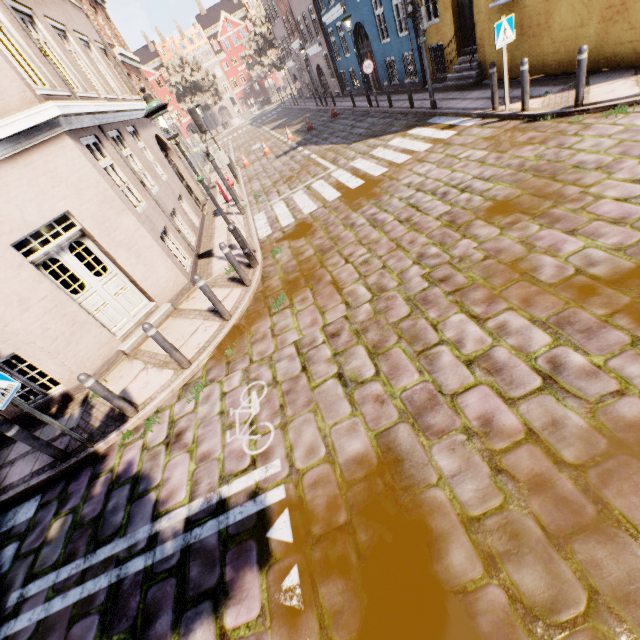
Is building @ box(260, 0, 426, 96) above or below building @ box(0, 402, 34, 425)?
above

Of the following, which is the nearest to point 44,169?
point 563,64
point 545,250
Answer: point 545,250

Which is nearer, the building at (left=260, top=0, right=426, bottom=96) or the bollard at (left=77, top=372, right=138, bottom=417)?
the bollard at (left=77, top=372, right=138, bottom=417)

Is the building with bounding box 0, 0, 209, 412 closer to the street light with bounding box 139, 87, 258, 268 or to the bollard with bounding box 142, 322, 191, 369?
the street light with bounding box 139, 87, 258, 268

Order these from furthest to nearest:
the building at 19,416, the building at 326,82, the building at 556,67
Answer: the building at 326,82 < the building at 556,67 < the building at 19,416

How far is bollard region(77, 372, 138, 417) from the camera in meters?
4.9 m

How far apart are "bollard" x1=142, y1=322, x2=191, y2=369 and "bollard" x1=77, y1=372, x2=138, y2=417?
1.0m

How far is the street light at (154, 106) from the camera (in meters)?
5.68
